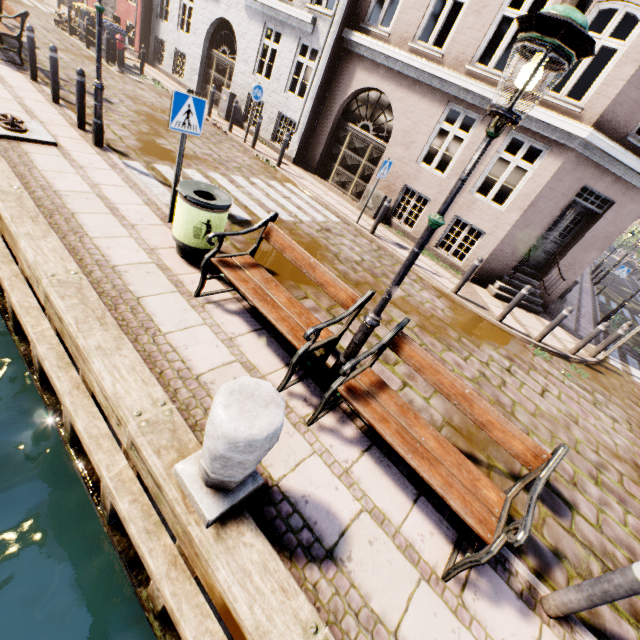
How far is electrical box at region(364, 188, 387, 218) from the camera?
10.78m

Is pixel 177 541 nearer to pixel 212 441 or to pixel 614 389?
pixel 212 441

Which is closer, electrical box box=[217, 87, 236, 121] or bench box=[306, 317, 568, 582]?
bench box=[306, 317, 568, 582]

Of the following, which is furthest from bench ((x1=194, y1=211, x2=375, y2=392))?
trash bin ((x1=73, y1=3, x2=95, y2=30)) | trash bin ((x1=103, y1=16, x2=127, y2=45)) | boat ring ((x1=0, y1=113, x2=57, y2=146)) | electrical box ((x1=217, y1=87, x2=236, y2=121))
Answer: trash bin ((x1=73, y1=3, x2=95, y2=30))

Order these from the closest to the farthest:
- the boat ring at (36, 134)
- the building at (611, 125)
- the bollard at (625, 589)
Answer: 1. the bollard at (625, 589)
2. the boat ring at (36, 134)
3. the building at (611, 125)

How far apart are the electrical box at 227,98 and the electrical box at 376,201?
7.4m

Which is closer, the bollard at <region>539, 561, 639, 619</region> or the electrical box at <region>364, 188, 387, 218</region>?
the bollard at <region>539, 561, 639, 619</region>

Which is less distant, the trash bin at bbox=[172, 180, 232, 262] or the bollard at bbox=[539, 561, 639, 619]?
the bollard at bbox=[539, 561, 639, 619]
